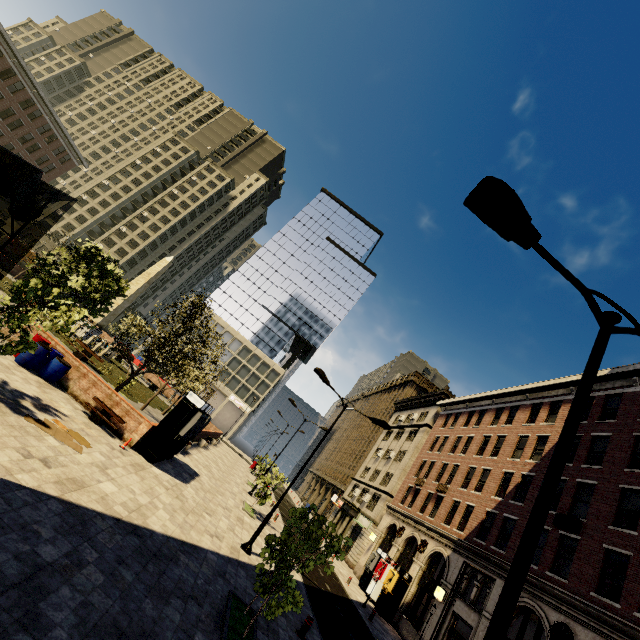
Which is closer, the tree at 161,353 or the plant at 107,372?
the tree at 161,353

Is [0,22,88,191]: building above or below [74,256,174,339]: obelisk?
above

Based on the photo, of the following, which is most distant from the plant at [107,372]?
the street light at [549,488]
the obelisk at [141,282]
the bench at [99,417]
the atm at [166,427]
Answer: the street light at [549,488]

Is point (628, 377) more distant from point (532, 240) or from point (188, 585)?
point (188, 585)

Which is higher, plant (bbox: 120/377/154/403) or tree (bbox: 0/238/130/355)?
tree (bbox: 0/238/130/355)

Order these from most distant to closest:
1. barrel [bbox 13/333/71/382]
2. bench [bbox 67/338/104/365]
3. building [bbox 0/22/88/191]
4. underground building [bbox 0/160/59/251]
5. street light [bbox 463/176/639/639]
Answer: building [bbox 0/22/88/191] → bench [bbox 67/338/104/365] → underground building [bbox 0/160/59/251] → barrel [bbox 13/333/71/382] → street light [bbox 463/176/639/639]

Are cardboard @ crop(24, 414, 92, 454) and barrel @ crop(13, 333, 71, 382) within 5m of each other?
yes

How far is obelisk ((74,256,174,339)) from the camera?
30.7 meters
